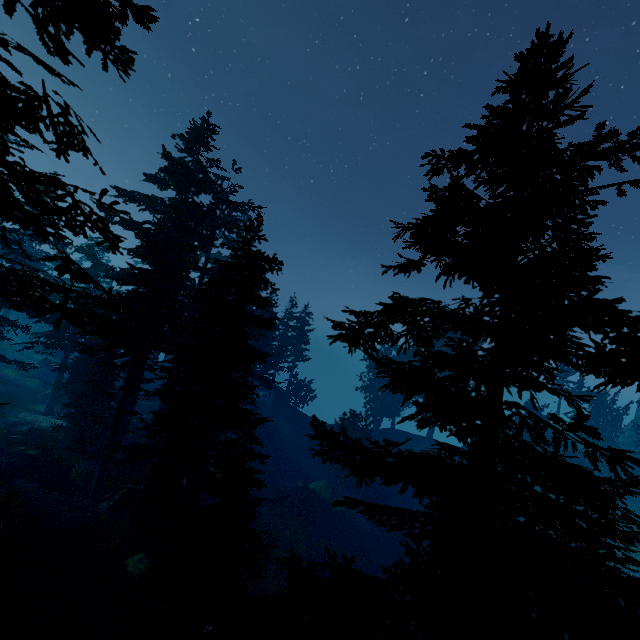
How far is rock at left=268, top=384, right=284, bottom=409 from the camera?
48.41m

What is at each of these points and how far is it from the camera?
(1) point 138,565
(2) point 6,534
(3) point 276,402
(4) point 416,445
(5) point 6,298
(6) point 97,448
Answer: (1) rock, 13.5m
(2) instancedfoliageactor, 12.6m
(3) rock, 48.7m
(4) rock, 43.8m
(5) instancedfoliageactor, 10.3m
(6) rock, 21.8m

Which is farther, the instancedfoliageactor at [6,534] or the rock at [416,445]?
the rock at [416,445]

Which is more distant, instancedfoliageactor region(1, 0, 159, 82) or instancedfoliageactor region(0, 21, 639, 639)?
instancedfoliageactor region(1, 0, 159, 82)

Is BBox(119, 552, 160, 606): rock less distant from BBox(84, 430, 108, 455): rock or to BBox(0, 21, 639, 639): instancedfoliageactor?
BBox(0, 21, 639, 639): instancedfoliageactor

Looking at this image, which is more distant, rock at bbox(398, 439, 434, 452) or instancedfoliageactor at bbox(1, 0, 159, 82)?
rock at bbox(398, 439, 434, 452)

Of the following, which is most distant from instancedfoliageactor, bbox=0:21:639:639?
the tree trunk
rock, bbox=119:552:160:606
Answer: the tree trunk

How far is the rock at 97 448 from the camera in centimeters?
2150cm
